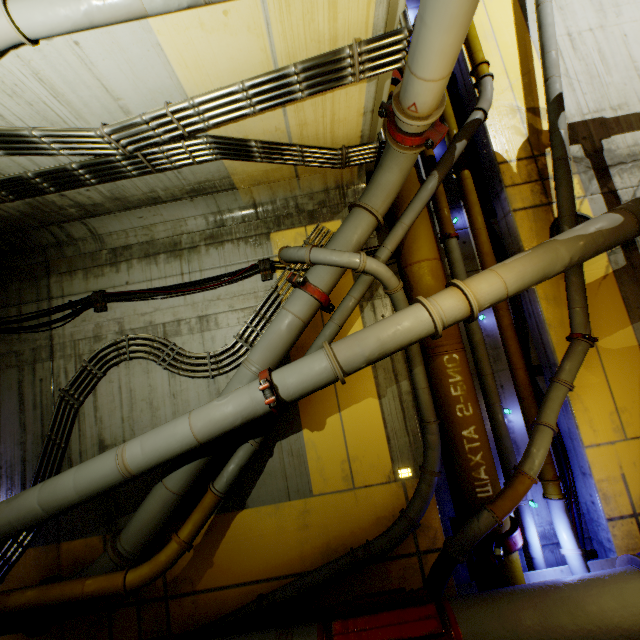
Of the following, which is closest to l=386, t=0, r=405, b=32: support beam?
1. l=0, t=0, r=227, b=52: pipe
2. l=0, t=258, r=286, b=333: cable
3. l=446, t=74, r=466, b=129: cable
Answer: l=0, t=0, r=227, b=52: pipe

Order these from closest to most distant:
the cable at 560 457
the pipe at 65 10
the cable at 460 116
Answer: the pipe at 65 10
the cable at 560 457
the cable at 460 116

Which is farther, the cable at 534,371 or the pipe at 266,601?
the cable at 534,371

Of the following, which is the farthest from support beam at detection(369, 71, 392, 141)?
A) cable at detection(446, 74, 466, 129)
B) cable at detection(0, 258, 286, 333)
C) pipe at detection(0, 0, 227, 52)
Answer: cable at detection(446, 74, 466, 129)

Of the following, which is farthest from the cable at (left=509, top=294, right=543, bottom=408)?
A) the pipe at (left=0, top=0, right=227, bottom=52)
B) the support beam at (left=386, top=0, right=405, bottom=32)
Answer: the support beam at (left=386, top=0, right=405, bottom=32)

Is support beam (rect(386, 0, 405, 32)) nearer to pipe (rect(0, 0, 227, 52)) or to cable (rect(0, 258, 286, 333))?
pipe (rect(0, 0, 227, 52))

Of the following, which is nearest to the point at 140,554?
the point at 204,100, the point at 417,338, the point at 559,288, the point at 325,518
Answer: the point at 325,518

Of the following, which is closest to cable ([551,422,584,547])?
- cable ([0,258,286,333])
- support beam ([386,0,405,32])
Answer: cable ([0,258,286,333])
